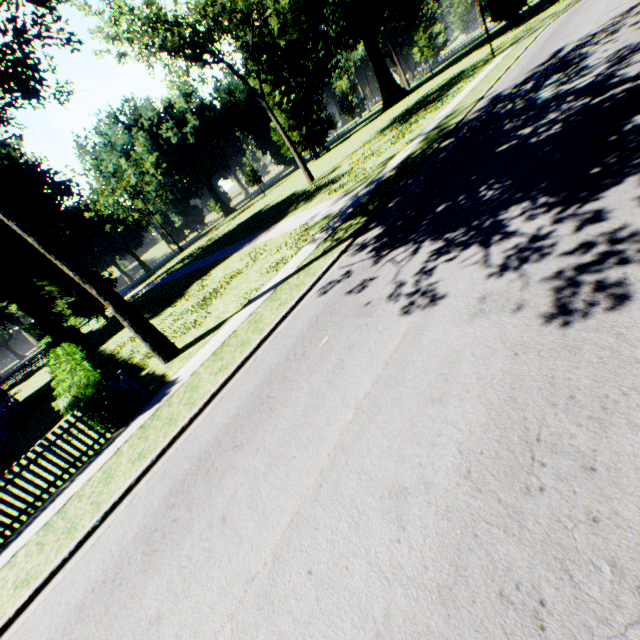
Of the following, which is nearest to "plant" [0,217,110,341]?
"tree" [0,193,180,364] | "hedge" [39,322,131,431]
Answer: "tree" [0,193,180,364]

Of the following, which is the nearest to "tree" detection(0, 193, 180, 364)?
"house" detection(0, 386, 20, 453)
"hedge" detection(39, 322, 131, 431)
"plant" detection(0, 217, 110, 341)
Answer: "hedge" detection(39, 322, 131, 431)

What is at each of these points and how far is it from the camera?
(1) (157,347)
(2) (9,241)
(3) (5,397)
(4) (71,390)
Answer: (1) tree, 11.9 meters
(2) plant, 23.9 meters
(3) house, 24.9 meters
(4) hedge, 9.5 meters

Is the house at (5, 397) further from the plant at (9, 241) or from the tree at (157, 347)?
the plant at (9, 241)

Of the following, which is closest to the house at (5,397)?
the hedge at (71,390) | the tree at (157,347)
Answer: the hedge at (71,390)

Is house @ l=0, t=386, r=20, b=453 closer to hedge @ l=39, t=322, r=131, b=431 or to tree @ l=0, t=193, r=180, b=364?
hedge @ l=39, t=322, r=131, b=431

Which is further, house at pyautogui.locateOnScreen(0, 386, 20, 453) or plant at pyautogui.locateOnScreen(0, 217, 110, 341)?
plant at pyautogui.locateOnScreen(0, 217, 110, 341)
